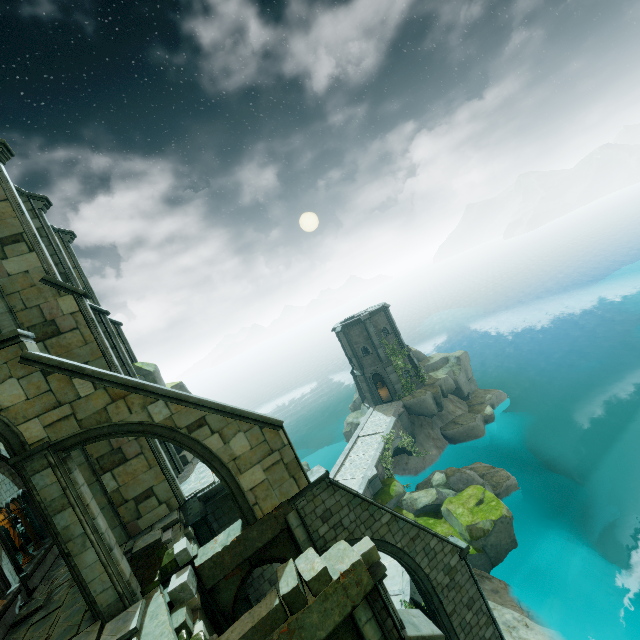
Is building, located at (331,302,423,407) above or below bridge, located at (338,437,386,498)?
above

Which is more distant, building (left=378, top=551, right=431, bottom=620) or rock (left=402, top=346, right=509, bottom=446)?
rock (left=402, top=346, right=509, bottom=446)

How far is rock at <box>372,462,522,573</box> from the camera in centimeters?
1794cm

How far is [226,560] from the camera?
9.3m

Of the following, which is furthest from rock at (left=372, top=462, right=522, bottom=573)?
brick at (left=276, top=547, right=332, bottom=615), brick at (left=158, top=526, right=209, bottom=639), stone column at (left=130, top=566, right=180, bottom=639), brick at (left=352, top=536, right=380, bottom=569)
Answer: brick at (left=352, top=536, right=380, bottom=569)

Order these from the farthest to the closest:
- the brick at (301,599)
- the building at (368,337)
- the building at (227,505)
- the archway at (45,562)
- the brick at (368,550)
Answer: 1. the building at (368,337)
2. the building at (227,505)
3. the archway at (45,562)
4. the brick at (368,550)
5. the brick at (301,599)

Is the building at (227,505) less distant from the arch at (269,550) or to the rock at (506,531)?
the rock at (506,531)

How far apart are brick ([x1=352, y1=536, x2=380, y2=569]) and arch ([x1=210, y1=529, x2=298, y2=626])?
3.6m
